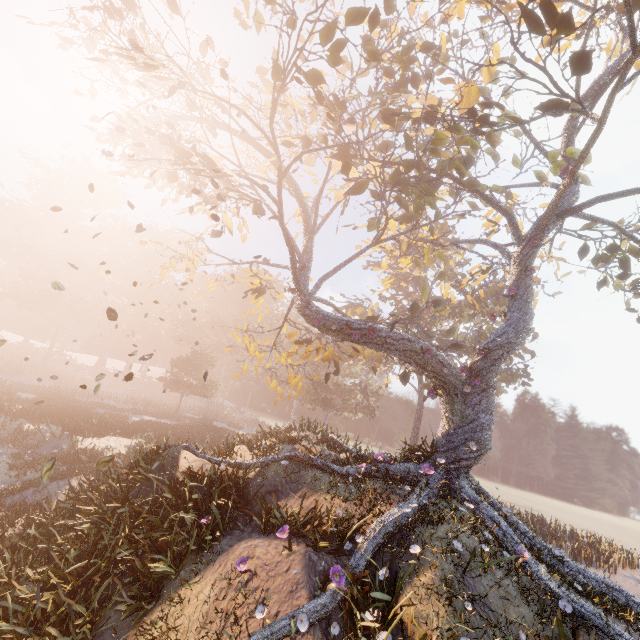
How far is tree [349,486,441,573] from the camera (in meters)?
7.52

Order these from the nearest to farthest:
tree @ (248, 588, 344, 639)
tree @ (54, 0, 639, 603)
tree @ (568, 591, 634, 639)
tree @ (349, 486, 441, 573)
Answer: tree @ (248, 588, 344, 639), tree @ (568, 591, 634, 639), tree @ (349, 486, 441, 573), tree @ (54, 0, 639, 603)

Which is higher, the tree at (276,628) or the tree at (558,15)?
the tree at (558,15)

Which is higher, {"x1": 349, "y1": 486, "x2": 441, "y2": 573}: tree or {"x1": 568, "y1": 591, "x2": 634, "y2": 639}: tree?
{"x1": 568, "y1": 591, "x2": 634, "y2": 639}: tree

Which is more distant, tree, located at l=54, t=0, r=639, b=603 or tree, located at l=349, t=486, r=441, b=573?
tree, located at l=54, t=0, r=639, b=603

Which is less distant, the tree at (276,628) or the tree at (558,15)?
the tree at (276,628)

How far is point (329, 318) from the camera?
13.5m
